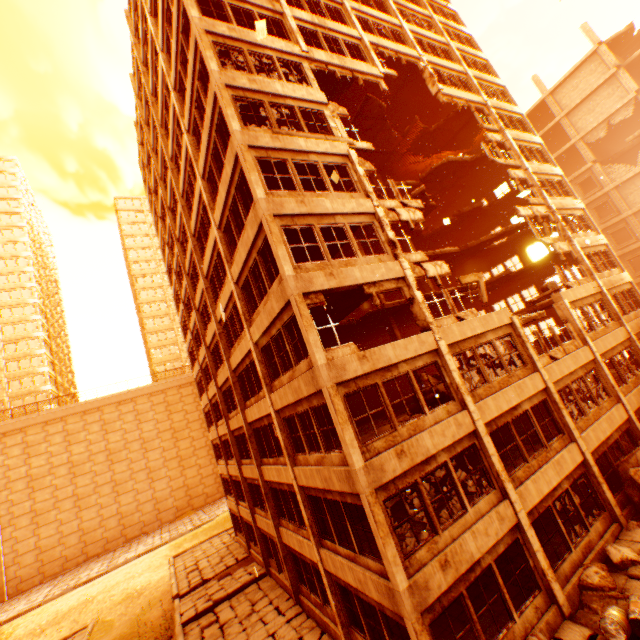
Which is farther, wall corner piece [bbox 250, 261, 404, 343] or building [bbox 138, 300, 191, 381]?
building [bbox 138, 300, 191, 381]

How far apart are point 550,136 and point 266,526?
47.66m

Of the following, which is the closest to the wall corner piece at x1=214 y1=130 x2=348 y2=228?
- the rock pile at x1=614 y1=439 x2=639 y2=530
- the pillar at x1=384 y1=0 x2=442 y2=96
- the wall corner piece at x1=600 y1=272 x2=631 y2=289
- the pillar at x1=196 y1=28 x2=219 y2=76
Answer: the pillar at x1=196 y1=28 x2=219 y2=76

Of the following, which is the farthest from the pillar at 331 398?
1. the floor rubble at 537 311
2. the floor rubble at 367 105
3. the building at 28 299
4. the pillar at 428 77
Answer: the building at 28 299

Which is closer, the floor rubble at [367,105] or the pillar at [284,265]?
the pillar at [284,265]

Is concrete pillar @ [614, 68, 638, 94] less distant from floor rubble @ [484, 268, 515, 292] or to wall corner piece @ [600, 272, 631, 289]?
floor rubble @ [484, 268, 515, 292]

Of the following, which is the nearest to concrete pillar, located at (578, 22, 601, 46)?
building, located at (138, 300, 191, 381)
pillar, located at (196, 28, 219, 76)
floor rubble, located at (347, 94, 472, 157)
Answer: floor rubble, located at (347, 94, 472, 157)

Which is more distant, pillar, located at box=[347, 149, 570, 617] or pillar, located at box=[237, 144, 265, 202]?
pillar, located at box=[237, 144, 265, 202]
